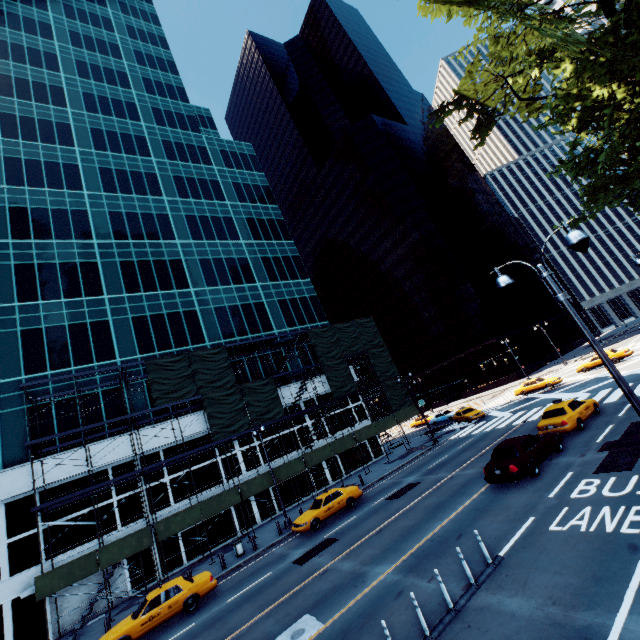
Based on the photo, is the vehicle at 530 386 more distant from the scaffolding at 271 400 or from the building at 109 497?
the building at 109 497

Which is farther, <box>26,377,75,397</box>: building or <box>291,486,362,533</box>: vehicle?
<box>26,377,75,397</box>: building

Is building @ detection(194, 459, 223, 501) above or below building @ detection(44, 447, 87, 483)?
below

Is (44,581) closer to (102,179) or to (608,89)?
(608,89)

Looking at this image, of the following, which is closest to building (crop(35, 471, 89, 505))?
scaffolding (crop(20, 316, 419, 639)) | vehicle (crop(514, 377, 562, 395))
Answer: scaffolding (crop(20, 316, 419, 639))

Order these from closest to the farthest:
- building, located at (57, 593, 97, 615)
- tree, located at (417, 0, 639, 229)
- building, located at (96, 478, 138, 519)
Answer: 1. tree, located at (417, 0, 639, 229)
2. building, located at (57, 593, 97, 615)
3. building, located at (96, 478, 138, 519)

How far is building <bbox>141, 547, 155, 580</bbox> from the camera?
23.2m

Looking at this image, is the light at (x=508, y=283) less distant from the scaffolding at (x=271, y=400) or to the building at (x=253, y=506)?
the scaffolding at (x=271, y=400)
